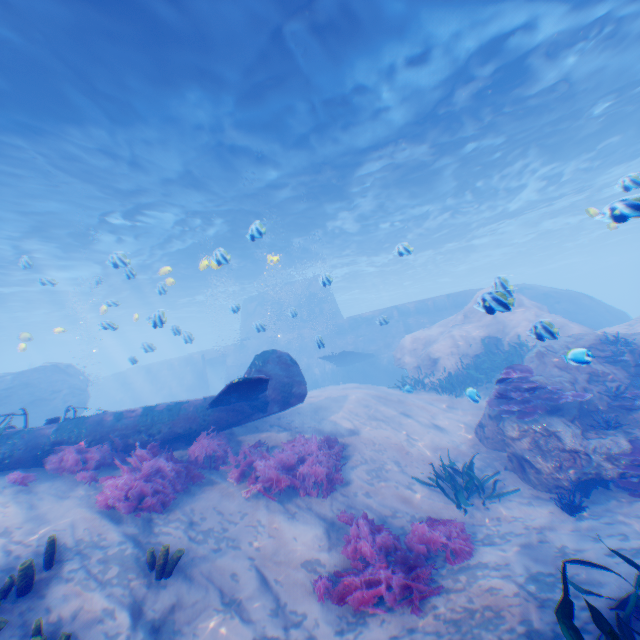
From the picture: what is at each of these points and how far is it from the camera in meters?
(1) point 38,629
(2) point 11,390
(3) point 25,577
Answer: (1) instancedfoliageactor, 3.7 m
(2) rock, 16.3 m
(3) instancedfoliageactor, 4.2 m

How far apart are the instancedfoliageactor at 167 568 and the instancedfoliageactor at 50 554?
1.43m

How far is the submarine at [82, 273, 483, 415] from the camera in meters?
23.7

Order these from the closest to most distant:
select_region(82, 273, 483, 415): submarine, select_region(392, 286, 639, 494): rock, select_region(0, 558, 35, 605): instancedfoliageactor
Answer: select_region(0, 558, 35, 605): instancedfoliageactor < select_region(392, 286, 639, 494): rock < select_region(82, 273, 483, 415): submarine

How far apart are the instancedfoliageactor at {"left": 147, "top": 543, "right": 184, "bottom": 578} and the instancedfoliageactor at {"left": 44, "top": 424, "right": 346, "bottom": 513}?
1.26m

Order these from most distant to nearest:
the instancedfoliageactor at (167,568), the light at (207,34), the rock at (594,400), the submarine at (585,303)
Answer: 1. the submarine at (585,303)
2. the light at (207,34)
3. the rock at (594,400)
4. the instancedfoliageactor at (167,568)

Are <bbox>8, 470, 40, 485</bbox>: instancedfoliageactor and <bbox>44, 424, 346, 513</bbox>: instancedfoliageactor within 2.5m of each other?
yes

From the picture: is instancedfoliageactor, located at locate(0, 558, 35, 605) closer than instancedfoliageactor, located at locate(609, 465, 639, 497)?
Yes
